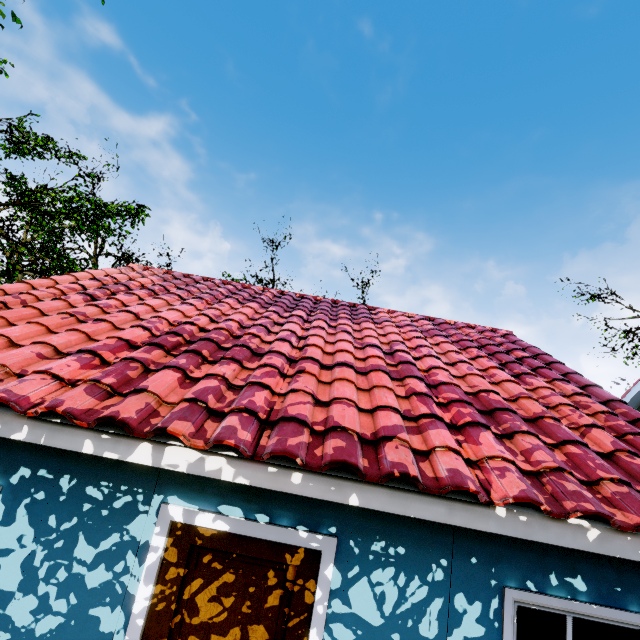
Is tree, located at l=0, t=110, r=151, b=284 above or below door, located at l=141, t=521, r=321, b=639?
above

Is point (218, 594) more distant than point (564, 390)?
No

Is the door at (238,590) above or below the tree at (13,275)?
below

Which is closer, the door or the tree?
the door

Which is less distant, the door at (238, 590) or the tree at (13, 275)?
the door at (238, 590)
